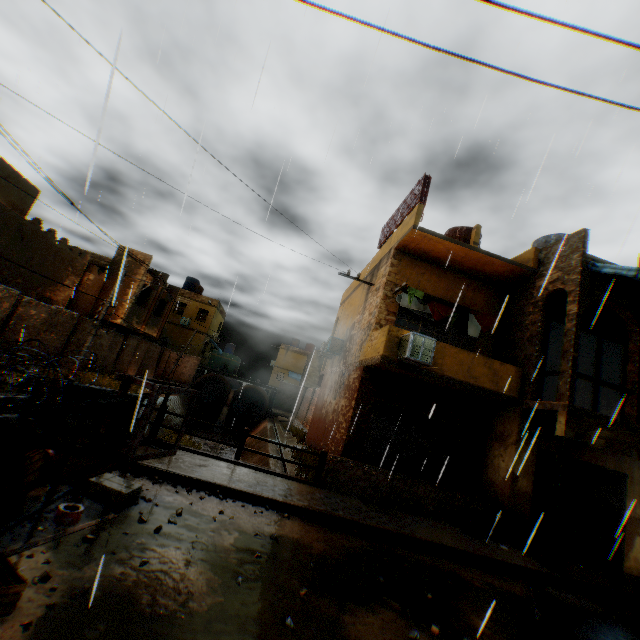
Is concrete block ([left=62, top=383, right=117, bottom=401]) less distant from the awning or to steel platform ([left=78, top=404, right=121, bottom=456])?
steel platform ([left=78, top=404, right=121, bottom=456])

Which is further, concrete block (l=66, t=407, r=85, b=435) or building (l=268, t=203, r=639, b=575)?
building (l=268, t=203, r=639, b=575)

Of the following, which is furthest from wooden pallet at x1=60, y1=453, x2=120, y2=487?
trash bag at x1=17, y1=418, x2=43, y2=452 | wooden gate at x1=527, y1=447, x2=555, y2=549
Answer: wooden gate at x1=527, y1=447, x2=555, y2=549

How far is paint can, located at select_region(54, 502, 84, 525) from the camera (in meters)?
4.18

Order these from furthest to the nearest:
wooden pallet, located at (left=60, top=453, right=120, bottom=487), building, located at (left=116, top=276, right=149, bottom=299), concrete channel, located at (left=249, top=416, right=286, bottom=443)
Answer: building, located at (left=116, top=276, right=149, bottom=299) < concrete channel, located at (left=249, top=416, right=286, bottom=443) < wooden pallet, located at (left=60, top=453, right=120, bottom=487)

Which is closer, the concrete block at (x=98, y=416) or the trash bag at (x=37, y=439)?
the trash bag at (x=37, y=439)

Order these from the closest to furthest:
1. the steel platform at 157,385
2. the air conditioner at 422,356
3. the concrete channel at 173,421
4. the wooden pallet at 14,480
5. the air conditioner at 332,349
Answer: the wooden pallet at 14,480
the steel platform at 157,385
the air conditioner at 422,356
the air conditioner at 332,349
the concrete channel at 173,421

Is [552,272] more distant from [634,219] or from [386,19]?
[386,19]
